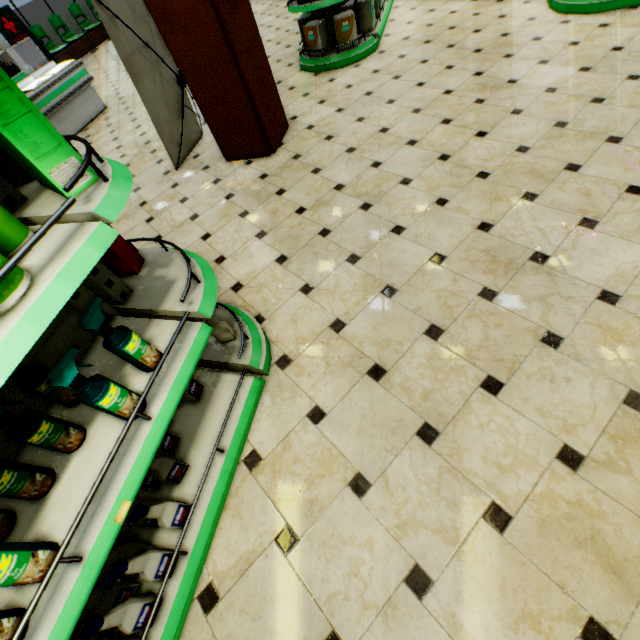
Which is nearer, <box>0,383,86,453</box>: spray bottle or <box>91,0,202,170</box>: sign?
<box>0,383,86,453</box>: spray bottle

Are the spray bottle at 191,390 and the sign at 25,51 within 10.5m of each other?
no

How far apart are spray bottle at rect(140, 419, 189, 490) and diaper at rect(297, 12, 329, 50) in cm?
560

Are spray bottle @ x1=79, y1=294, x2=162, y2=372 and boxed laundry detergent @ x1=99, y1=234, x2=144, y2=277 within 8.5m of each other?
yes

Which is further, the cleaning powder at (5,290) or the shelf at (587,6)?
the shelf at (587,6)

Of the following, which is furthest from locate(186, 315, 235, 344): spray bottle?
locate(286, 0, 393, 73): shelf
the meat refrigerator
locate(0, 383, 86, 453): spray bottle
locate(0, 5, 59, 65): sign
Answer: locate(0, 5, 59, 65): sign

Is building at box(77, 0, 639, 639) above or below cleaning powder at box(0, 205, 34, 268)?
below

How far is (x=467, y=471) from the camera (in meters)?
1.55
